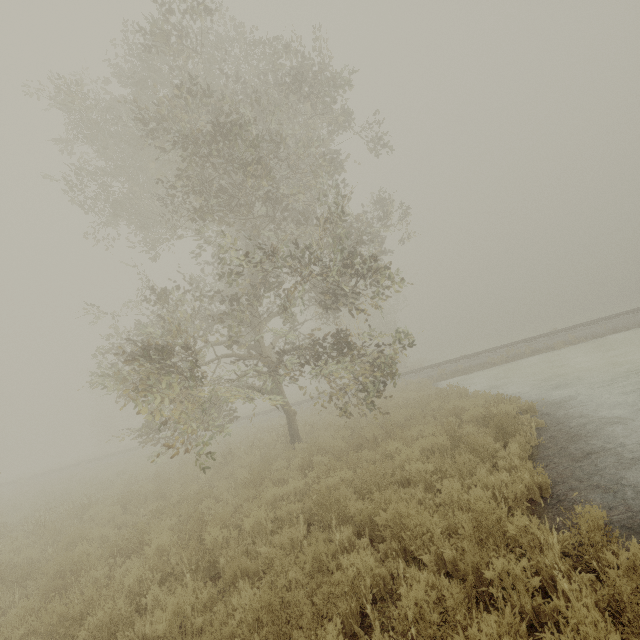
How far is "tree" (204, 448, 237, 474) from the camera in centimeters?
725cm

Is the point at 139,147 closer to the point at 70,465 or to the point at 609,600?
the point at 609,600

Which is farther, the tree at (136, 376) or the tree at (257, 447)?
the tree at (257, 447)

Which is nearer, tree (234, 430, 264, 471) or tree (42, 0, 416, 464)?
tree (42, 0, 416, 464)

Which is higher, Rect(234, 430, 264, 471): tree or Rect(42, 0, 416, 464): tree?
Rect(42, 0, 416, 464): tree
